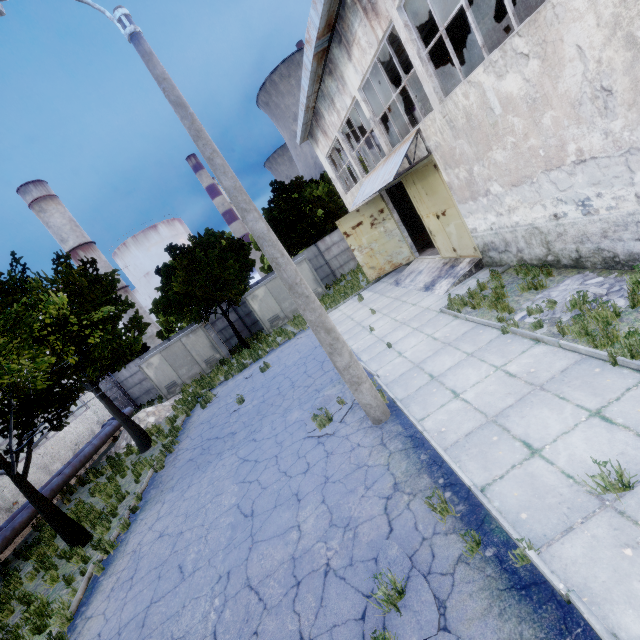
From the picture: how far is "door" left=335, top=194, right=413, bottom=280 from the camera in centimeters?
1659cm

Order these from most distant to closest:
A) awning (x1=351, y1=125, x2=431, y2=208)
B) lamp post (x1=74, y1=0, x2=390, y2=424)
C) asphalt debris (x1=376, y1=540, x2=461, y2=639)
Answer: awning (x1=351, y1=125, x2=431, y2=208) < lamp post (x1=74, y1=0, x2=390, y2=424) < asphalt debris (x1=376, y1=540, x2=461, y2=639)

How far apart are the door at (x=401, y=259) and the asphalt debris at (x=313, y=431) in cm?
984

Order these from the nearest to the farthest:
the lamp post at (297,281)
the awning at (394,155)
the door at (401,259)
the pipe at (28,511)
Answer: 1. the lamp post at (297,281)
2. the awning at (394,155)
3. the pipe at (28,511)
4. the door at (401,259)

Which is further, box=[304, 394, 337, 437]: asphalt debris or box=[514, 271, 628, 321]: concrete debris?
box=[304, 394, 337, 437]: asphalt debris

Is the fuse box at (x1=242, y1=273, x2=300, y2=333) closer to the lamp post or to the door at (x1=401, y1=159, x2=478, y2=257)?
the door at (x1=401, y1=159, x2=478, y2=257)

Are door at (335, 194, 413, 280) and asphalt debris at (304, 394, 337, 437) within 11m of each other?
yes

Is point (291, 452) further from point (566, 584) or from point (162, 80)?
point (162, 80)
